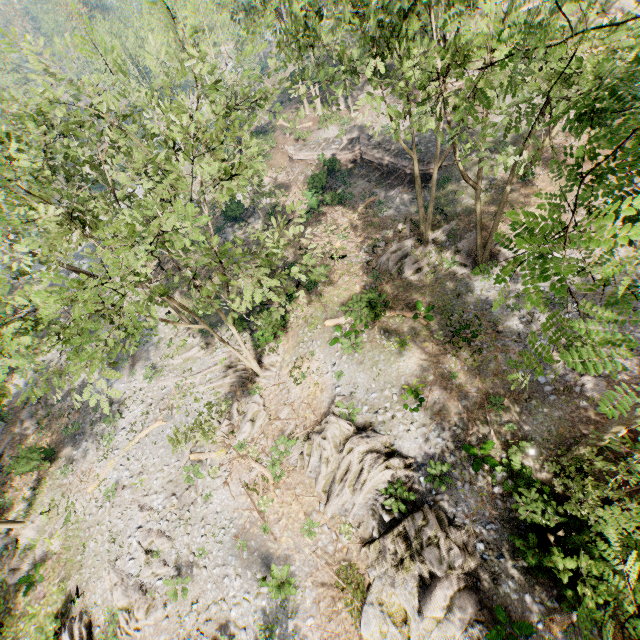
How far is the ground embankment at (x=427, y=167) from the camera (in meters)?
27.17

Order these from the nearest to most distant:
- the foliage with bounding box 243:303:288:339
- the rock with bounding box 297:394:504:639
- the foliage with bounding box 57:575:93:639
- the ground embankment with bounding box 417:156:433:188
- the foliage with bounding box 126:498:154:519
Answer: the rock with bounding box 297:394:504:639 < the foliage with bounding box 243:303:288:339 < the foliage with bounding box 57:575:93:639 < the foliage with bounding box 126:498:154:519 < the ground embankment with bounding box 417:156:433:188

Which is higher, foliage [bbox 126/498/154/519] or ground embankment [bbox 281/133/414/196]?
ground embankment [bbox 281/133/414/196]

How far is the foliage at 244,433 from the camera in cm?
1596

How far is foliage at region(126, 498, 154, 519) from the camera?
19.7m

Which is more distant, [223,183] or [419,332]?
[419,332]
